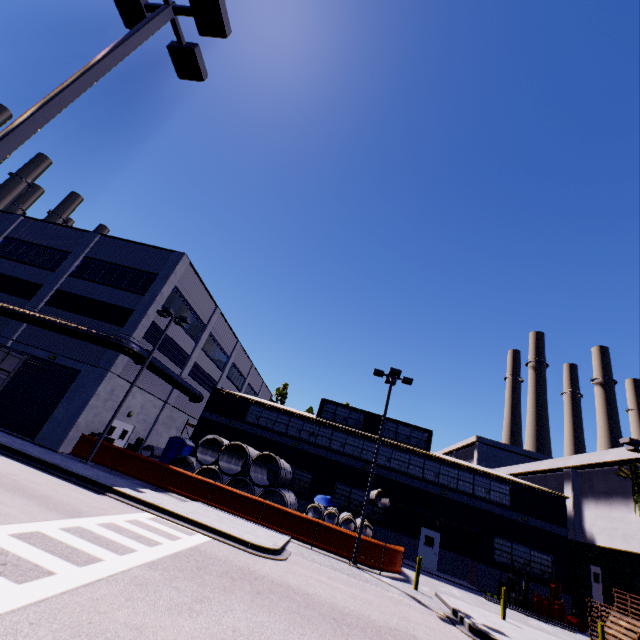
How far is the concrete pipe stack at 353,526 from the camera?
19.4m

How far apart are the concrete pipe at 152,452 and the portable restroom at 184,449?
0.4 meters

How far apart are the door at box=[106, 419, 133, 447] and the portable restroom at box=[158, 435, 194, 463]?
3.03m

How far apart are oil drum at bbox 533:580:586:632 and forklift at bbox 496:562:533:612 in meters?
1.9

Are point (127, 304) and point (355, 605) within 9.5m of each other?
no

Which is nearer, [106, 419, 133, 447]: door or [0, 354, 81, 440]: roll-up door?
[0, 354, 81, 440]: roll-up door

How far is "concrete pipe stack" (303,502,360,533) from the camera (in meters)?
19.39

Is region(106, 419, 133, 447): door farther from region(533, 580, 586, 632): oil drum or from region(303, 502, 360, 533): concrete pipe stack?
region(533, 580, 586, 632): oil drum
